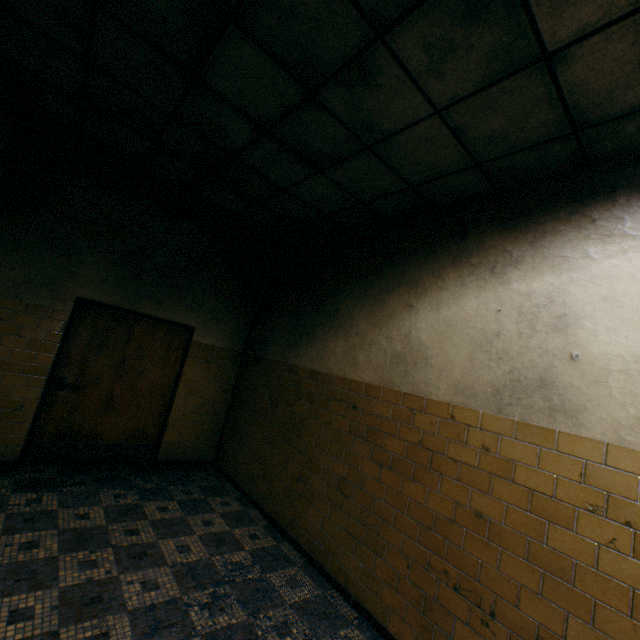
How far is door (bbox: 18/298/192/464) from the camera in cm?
423

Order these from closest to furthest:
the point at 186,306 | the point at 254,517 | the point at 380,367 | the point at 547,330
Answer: the point at 547,330
the point at 380,367
the point at 254,517
the point at 186,306

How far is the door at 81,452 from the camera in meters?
4.2
